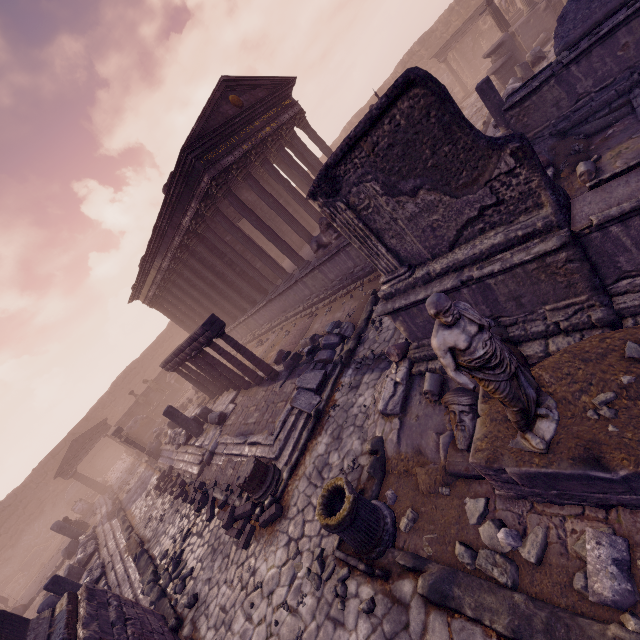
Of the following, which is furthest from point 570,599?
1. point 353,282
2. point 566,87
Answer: point 353,282

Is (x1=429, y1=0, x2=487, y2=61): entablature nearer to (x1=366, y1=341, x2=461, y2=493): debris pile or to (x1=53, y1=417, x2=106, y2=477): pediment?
(x1=366, y1=341, x2=461, y2=493): debris pile

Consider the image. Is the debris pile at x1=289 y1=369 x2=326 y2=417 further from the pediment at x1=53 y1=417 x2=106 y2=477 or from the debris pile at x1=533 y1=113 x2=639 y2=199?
the pediment at x1=53 y1=417 x2=106 y2=477

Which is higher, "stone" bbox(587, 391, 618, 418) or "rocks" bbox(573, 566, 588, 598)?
"stone" bbox(587, 391, 618, 418)

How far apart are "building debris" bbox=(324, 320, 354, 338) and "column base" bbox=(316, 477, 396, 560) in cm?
521

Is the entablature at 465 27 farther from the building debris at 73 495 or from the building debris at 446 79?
the building debris at 73 495

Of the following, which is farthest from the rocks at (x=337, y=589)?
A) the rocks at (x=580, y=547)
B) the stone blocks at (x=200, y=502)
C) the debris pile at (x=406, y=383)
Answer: the stone blocks at (x=200, y=502)

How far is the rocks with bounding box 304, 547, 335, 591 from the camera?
4.79m
